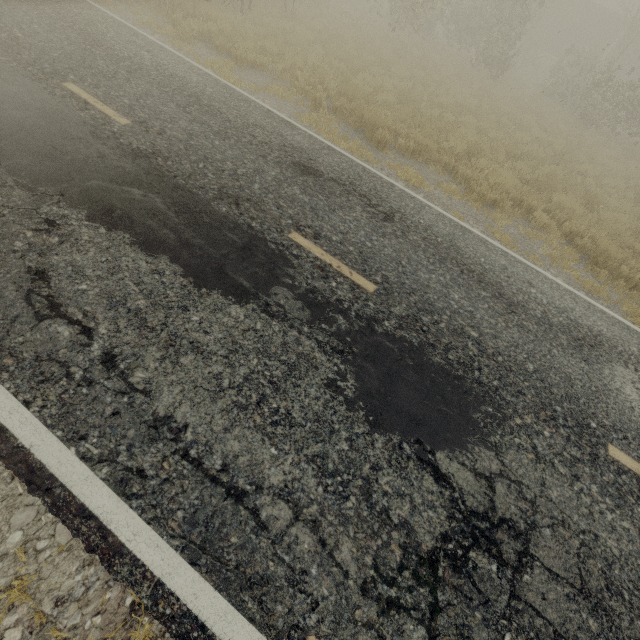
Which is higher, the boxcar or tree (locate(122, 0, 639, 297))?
the boxcar

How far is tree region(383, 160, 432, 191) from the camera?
7.6 meters

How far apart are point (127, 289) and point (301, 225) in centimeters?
261cm

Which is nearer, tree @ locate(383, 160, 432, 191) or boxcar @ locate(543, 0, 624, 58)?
tree @ locate(383, 160, 432, 191)

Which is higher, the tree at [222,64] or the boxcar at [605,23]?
the boxcar at [605,23]

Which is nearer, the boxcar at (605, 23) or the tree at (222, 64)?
the tree at (222, 64)

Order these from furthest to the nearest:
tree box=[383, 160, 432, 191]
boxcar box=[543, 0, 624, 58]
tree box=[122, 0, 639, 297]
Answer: boxcar box=[543, 0, 624, 58], tree box=[122, 0, 639, 297], tree box=[383, 160, 432, 191]
